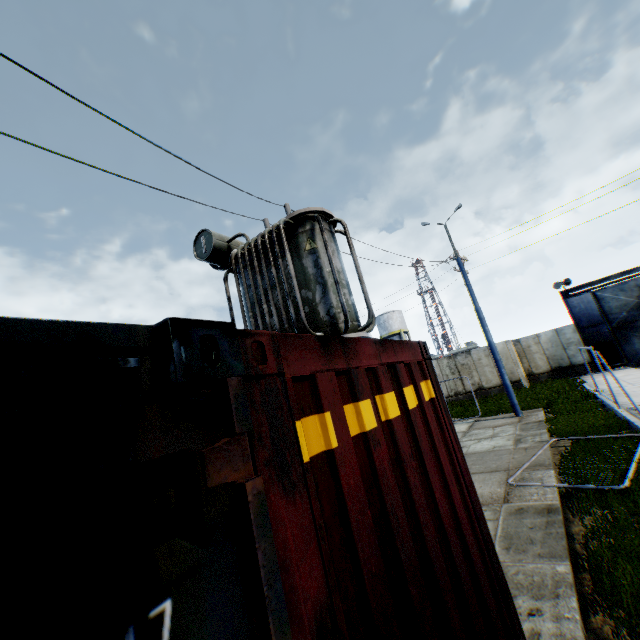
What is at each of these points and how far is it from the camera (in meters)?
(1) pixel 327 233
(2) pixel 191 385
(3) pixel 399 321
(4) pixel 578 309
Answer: (1) electrical compensator, 6.72
(2) storage container, 0.98
(3) vertical tank, 45.72
(4) metal gate, 23.05

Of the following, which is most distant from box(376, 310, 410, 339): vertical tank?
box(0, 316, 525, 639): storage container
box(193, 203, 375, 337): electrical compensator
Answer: box(0, 316, 525, 639): storage container

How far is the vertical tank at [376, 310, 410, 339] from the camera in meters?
45.4 m

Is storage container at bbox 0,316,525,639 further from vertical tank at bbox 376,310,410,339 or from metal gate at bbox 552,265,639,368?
vertical tank at bbox 376,310,410,339

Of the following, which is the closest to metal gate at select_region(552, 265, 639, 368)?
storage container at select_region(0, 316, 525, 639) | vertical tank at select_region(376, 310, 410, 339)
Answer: vertical tank at select_region(376, 310, 410, 339)

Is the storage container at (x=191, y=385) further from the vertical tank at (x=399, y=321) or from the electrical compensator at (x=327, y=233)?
the vertical tank at (x=399, y=321)

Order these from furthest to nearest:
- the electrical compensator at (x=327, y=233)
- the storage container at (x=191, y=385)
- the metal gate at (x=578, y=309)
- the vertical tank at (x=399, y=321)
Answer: the vertical tank at (x=399, y=321) → the metal gate at (x=578, y=309) → the electrical compensator at (x=327, y=233) → the storage container at (x=191, y=385)

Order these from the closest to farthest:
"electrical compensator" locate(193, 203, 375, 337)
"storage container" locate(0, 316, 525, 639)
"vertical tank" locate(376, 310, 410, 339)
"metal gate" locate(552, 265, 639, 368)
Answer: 1. "storage container" locate(0, 316, 525, 639)
2. "electrical compensator" locate(193, 203, 375, 337)
3. "metal gate" locate(552, 265, 639, 368)
4. "vertical tank" locate(376, 310, 410, 339)
